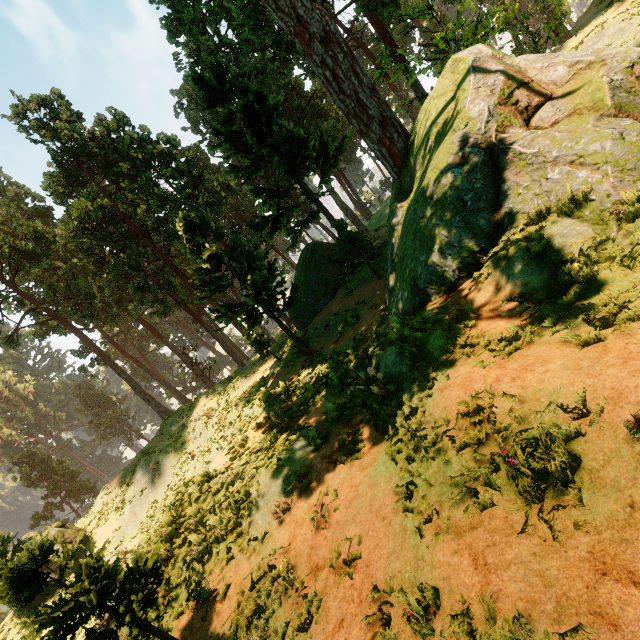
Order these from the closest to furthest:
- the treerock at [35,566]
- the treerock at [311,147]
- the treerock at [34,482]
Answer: the treerock at [35,566], the treerock at [311,147], the treerock at [34,482]

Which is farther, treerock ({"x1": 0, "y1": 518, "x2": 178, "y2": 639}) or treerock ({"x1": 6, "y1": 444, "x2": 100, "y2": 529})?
treerock ({"x1": 6, "y1": 444, "x2": 100, "y2": 529})

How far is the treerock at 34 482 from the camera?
48.7m

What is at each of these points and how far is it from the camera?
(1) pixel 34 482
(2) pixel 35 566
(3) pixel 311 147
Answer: (1) treerock, 49.62m
(2) treerock, 4.94m
(3) treerock, 20.23m

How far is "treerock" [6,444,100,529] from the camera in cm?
4872

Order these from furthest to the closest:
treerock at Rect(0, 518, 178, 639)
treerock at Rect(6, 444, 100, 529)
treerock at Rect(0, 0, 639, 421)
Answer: treerock at Rect(6, 444, 100, 529), treerock at Rect(0, 0, 639, 421), treerock at Rect(0, 518, 178, 639)
